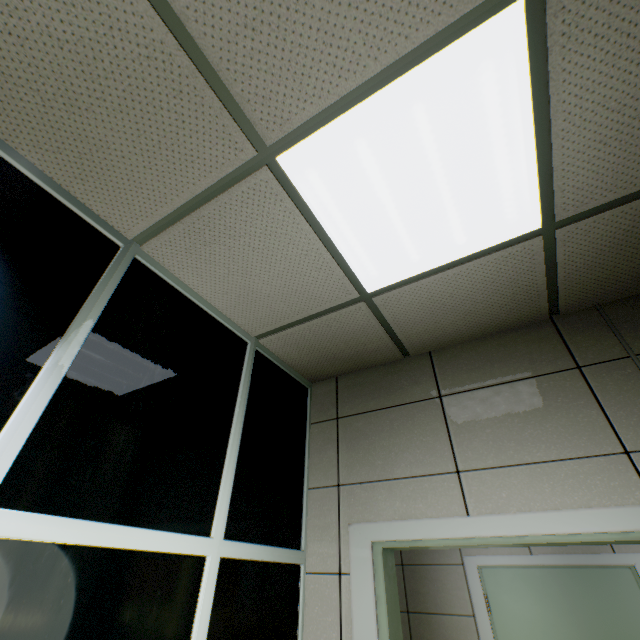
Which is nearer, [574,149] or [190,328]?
[574,149]

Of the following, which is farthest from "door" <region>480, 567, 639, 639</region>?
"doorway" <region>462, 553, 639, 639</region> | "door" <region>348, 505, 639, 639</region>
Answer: "door" <region>348, 505, 639, 639</region>

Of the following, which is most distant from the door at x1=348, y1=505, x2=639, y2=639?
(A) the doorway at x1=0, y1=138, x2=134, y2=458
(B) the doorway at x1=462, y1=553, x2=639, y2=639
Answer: (B) the doorway at x1=462, y1=553, x2=639, y2=639

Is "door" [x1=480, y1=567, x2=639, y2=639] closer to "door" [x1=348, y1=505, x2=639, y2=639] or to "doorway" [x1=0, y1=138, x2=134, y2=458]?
"door" [x1=348, y1=505, x2=639, y2=639]

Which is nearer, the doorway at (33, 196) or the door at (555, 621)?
the doorway at (33, 196)

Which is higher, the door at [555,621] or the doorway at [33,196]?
the doorway at [33,196]

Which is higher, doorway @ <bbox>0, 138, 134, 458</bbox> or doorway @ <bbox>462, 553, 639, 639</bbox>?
doorway @ <bbox>0, 138, 134, 458</bbox>

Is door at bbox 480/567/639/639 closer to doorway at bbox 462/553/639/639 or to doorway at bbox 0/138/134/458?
doorway at bbox 462/553/639/639
